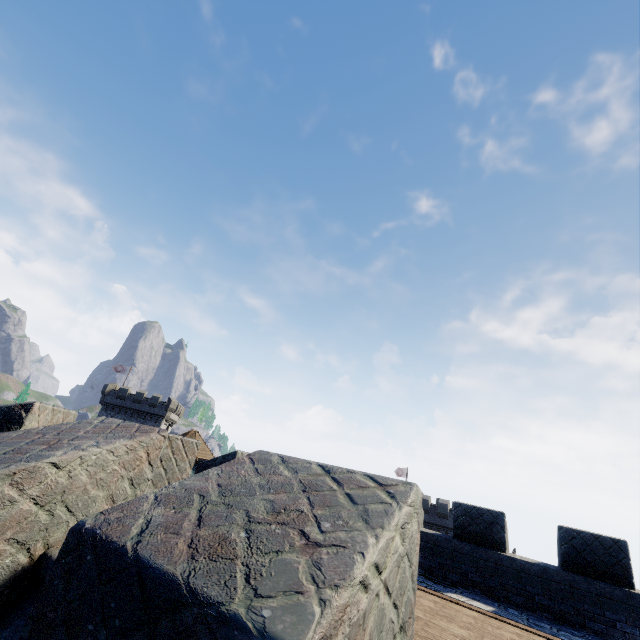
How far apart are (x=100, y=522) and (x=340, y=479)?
1.29m
